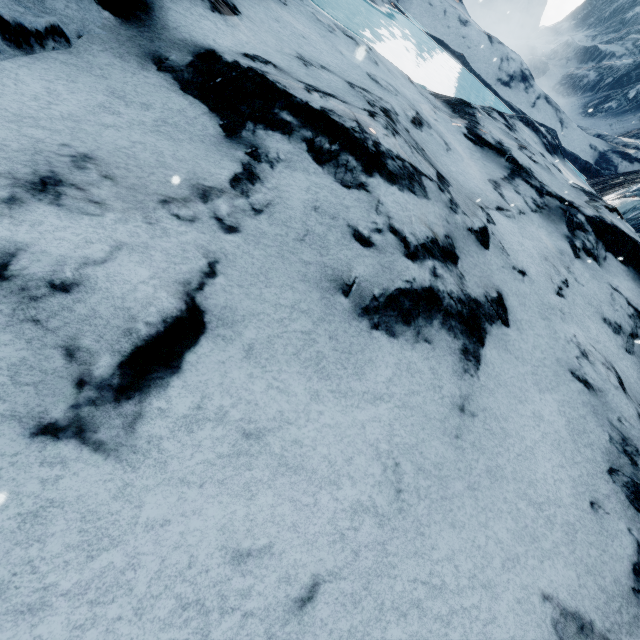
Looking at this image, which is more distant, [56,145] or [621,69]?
[621,69]
